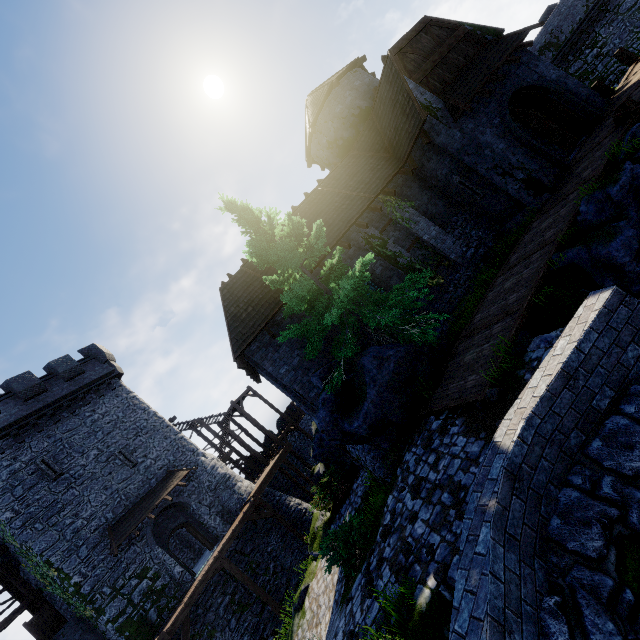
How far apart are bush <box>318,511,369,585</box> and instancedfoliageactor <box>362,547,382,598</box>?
1.8m

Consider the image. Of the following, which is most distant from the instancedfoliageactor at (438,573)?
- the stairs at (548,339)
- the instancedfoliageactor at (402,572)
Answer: the stairs at (548,339)

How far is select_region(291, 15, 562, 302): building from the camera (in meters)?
13.09

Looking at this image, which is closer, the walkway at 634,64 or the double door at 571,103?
the double door at 571,103

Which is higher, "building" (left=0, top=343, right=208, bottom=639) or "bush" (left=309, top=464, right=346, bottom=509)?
"building" (left=0, top=343, right=208, bottom=639)

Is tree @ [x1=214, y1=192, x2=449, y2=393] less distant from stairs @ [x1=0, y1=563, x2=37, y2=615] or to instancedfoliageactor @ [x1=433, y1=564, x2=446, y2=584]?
instancedfoliageactor @ [x1=433, y1=564, x2=446, y2=584]

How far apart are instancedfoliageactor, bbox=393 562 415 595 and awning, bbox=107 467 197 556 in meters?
18.6 m

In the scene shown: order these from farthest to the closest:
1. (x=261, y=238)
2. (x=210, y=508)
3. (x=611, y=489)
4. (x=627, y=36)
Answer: (x=627, y=36) < (x=210, y=508) < (x=261, y=238) < (x=611, y=489)
